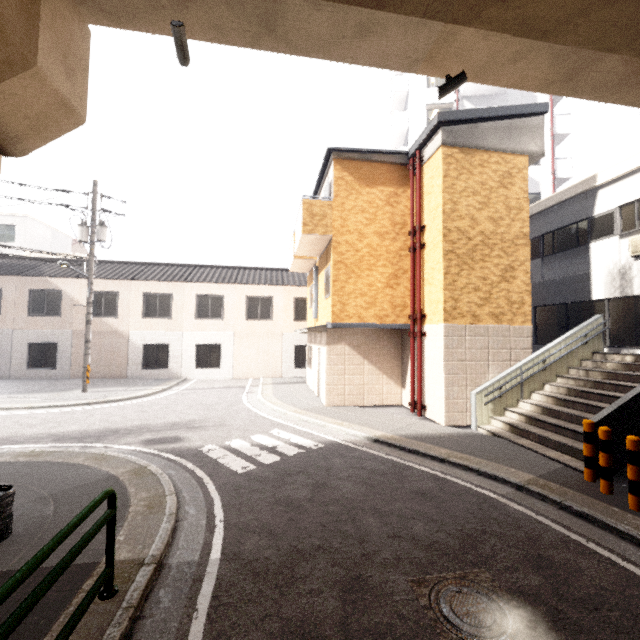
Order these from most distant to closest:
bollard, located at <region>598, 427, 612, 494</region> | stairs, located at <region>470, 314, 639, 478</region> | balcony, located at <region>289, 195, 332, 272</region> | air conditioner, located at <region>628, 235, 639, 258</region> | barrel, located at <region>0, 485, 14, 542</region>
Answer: balcony, located at <region>289, 195, 332, 272</region>, air conditioner, located at <region>628, 235, 639, 258</region>, stairs, located at <region>470, 314, 639, 478</region>, bollard, located at <region>598, 427, 612, 494</region>, barrel, located at <region>0, 485, 14, 542</region>

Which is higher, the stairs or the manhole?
the stairs

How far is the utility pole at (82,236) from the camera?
14.1 meters

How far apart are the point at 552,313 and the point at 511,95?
17.7 meters

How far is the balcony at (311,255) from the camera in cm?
1112

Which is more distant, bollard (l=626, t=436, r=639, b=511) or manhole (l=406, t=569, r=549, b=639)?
bollard (l=626, t=436, r=639, b=511)

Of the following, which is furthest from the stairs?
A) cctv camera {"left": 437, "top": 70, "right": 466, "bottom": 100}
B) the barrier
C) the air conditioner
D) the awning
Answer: the barrier

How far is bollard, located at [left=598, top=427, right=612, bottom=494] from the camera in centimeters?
537cm
